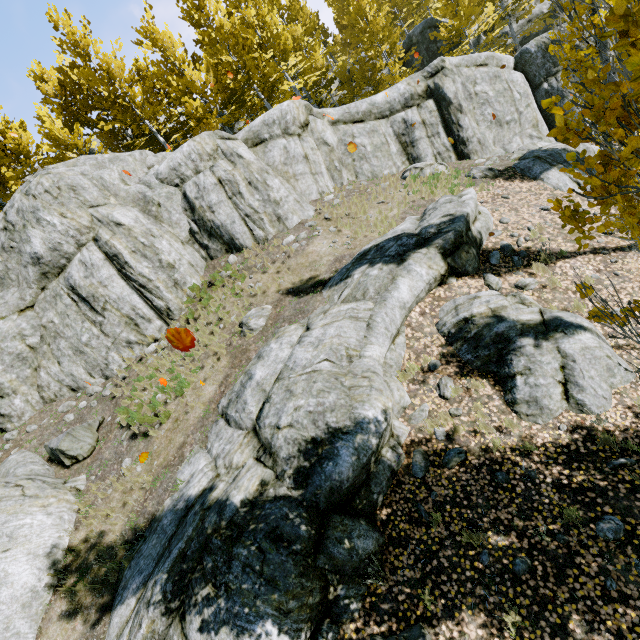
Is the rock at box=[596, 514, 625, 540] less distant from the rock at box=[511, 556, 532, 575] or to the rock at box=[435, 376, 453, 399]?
the rock at box=[511, 556, 532, 575]

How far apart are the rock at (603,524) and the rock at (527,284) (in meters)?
5.21

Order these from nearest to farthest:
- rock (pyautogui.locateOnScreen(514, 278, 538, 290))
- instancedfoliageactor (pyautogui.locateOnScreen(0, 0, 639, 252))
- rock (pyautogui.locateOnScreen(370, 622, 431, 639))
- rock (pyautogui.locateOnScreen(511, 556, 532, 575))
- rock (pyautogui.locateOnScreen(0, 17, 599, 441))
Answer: instancedfoliageactor (pyautogui.locateOnScreen(0, 0, 639, 252)) → rock (pyautogui.locateOnScreen(370, 622, 431, 639)) → rock (pyautogui.locateOnScreen(511, 556, 532, 575)) → rock (pyautogui.locateOnScreen(514, 278, 538, 290)) → rock (pyautogui.locateOnScreen(0, 17, 599, 441))

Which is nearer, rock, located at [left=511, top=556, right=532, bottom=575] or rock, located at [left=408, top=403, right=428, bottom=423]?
rock, located at [left=511, top=556, right=532, bottom=575]

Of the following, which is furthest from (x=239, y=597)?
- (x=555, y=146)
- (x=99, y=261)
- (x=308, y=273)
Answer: (x=555, y=146)

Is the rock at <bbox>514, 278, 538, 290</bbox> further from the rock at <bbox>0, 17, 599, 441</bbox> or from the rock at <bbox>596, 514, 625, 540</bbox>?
the rock at <bbox>596, 514, 625, 540</bbox>

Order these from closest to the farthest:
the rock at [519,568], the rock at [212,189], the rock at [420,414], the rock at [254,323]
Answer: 1. the rock at [519,568]
2. the rock at [420,414]
3. the rock at [254,323]
4. the rock at [212,189]

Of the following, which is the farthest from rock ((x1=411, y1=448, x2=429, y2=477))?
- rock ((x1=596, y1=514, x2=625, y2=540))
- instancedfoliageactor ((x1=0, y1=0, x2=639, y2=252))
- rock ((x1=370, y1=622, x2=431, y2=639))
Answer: rock ((x1=596, y1=514, x2=625, y2=540))
